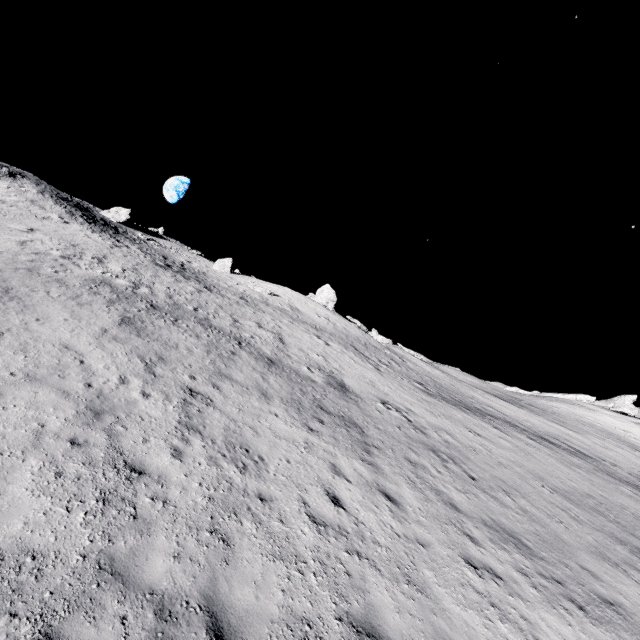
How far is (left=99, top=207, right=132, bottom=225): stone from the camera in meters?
42.6 m

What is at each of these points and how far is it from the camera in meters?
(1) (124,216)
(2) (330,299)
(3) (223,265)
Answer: (1) stone, 43.6 m
(2) stone, 43.7 m
(3) stone, 46.3 m

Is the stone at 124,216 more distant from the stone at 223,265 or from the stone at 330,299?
the stone at 330,299

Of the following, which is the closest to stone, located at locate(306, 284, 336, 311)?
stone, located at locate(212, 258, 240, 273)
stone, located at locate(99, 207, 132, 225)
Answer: stone, located at locate(212, 258, 240, 273)

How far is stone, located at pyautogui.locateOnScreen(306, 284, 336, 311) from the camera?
43.4m

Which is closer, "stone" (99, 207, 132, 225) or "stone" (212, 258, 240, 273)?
"stone" (99, 207, 132, 225)

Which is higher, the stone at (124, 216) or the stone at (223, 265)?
the stone at (124, 216)

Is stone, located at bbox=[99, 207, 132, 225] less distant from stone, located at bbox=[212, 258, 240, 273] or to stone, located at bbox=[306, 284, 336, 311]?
stone, located at bbox=[212, 258, 240, 273]
